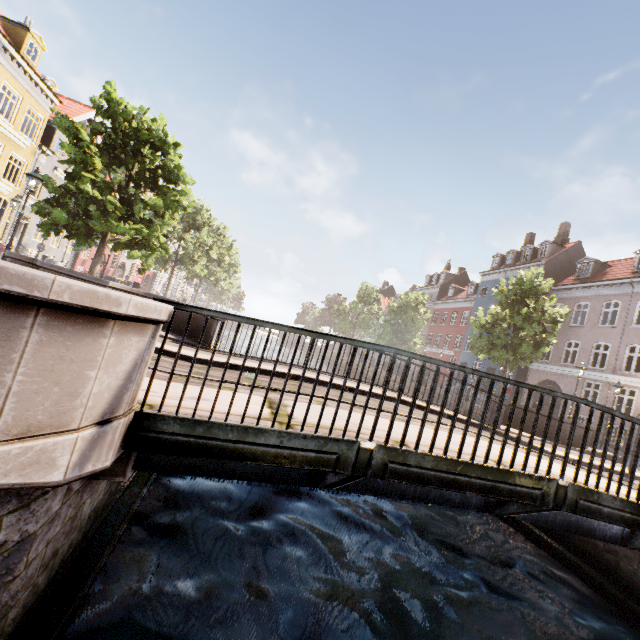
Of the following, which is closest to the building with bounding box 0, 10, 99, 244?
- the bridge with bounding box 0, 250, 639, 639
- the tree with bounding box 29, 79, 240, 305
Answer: the tree with bounding box 29, 79, 240, 305

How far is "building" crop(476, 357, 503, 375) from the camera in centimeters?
3065cm

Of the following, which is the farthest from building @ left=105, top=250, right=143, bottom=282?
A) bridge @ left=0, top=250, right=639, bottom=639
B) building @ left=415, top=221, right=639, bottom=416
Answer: building @ left=415, top=221, right=639, bottom=416

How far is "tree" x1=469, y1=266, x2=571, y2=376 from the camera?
17.38m

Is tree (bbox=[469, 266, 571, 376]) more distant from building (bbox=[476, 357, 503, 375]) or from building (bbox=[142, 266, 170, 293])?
building (bbox=[142, 266, 170, 293])

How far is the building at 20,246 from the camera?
21.6 meters

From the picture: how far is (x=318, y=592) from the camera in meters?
4.5 m

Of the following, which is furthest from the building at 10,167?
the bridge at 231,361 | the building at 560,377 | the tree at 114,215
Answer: the building at 560,377
